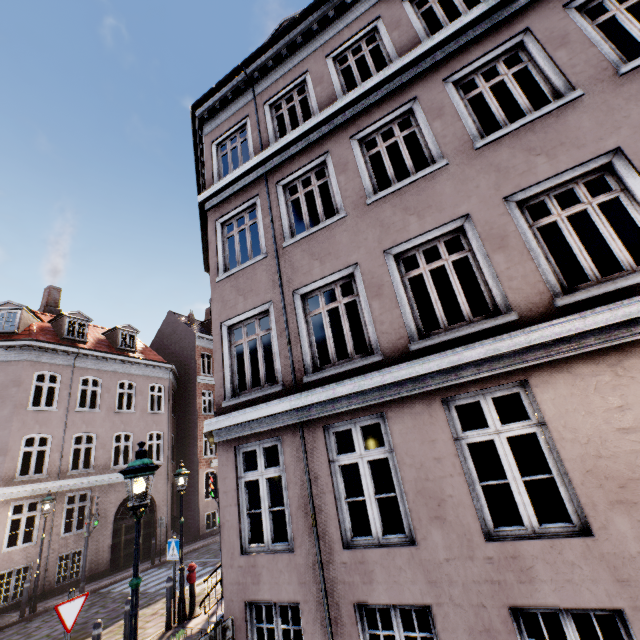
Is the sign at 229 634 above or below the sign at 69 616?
above

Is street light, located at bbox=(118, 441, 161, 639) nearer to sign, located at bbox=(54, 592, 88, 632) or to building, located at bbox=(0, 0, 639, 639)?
building, located at bbox=(0, 0, 639, 639)

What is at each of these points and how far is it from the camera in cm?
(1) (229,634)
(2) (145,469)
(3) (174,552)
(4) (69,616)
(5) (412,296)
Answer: (1) sign, 347
(2) street light, 436
(3) sign, 910
(4) sign, 548
(5) building, 544

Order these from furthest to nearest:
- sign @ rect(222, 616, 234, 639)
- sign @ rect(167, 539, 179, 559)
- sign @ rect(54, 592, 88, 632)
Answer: sign @ rect(167, 539, 179, 559) → sign @ rect(54, 592, 88, 632) → sign @ rect(222, 616, 234, 639)

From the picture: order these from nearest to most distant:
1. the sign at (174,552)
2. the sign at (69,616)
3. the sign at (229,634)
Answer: the sign at (229,634), the sign at (69,616), the sign at (174,552)

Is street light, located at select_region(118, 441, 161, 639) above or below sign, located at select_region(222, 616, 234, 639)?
above

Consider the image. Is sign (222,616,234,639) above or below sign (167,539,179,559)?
above

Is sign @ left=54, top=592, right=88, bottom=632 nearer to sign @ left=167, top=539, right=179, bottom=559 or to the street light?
the street light
